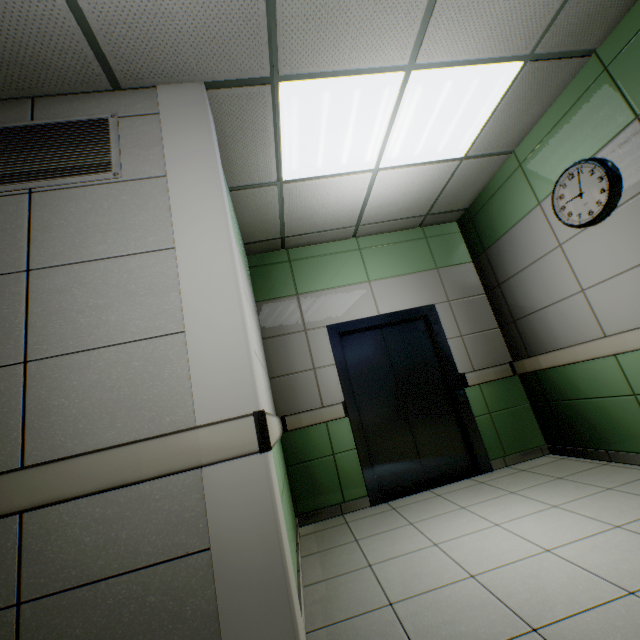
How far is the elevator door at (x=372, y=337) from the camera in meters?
3.8

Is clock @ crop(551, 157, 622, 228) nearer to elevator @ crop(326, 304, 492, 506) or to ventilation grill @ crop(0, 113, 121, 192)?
elevator @ crop(326, 304, 492, 506)

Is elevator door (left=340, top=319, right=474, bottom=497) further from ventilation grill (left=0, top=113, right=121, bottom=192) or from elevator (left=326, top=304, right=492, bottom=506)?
ventilation grill (left=0, top=113, right=121, bottom=192)

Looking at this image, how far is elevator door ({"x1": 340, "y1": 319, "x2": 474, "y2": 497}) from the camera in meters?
3.8 m

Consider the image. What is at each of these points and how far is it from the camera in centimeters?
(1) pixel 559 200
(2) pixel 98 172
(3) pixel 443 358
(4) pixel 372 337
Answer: (1) clock, 304cm
(2) ventilation grill, 186cm
(3) elevator, 407cm
(4) elevator door, 423cm

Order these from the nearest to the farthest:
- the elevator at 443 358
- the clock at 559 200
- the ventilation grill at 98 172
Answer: the ventilation grill at 98 172
the clock at 559 200
the elevator at 443 358

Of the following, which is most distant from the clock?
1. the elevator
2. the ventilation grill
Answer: the ventilation grill

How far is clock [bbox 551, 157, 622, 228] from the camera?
2.59m
